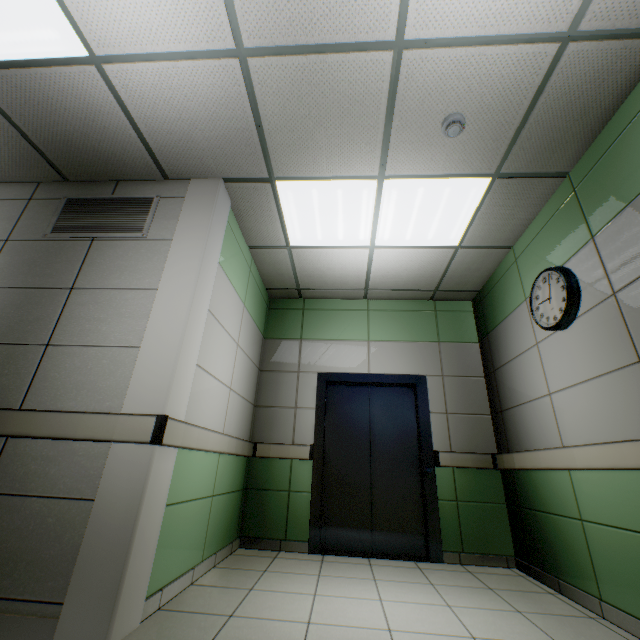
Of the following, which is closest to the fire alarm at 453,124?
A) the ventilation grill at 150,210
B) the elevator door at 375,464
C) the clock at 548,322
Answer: the clock at 548,322

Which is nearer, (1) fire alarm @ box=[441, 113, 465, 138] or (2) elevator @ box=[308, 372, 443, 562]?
(1) fire alarm @ box=[441, 113, 465, 138]

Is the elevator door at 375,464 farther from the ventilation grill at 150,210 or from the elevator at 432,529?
the ventilation grill at 150,210

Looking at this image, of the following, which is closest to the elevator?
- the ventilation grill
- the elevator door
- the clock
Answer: the elevator door

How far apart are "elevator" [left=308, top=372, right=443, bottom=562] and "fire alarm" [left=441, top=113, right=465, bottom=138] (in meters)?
2.94

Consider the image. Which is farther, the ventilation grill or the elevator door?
the elevator door

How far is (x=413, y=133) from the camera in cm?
250

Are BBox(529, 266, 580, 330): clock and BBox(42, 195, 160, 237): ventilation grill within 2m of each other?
no
